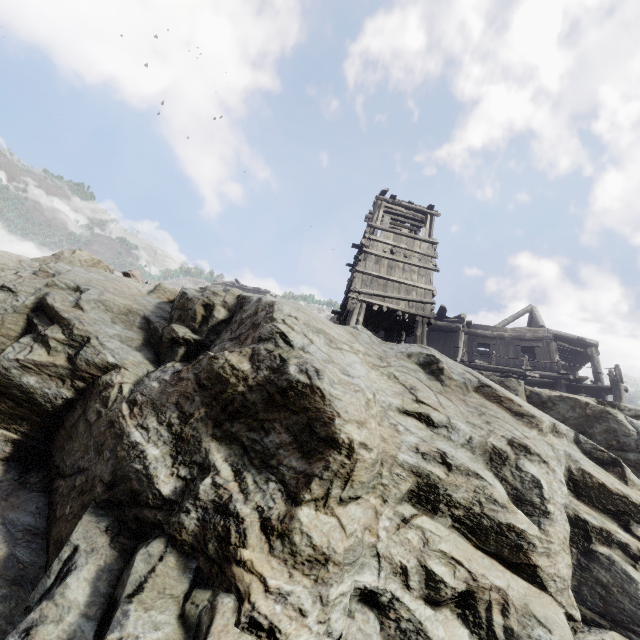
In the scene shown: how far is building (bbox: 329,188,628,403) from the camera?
14.02m

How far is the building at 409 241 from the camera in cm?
1402

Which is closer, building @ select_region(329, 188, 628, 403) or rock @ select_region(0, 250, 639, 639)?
rock @ select_region(0, 250, 639, 639)

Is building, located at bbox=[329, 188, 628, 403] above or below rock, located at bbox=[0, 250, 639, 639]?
above

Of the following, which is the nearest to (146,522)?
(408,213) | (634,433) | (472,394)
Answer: (472,394)

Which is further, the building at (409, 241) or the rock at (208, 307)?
the building at (409, 241)
